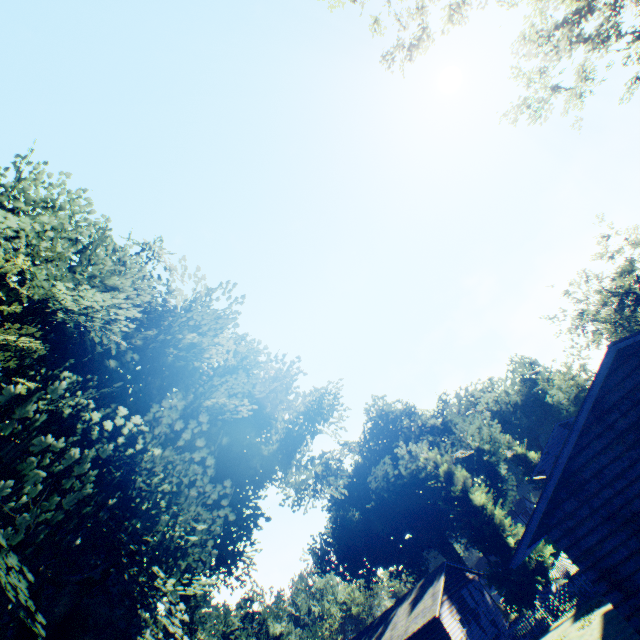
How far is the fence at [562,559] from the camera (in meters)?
31.83

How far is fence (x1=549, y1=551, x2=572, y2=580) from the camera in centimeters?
3183cm

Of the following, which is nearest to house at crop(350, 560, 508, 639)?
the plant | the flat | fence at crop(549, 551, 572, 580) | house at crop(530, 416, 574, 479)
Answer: the plant

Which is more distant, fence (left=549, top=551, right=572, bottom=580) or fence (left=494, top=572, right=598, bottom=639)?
fence (left=549, top=551, right=572, bottom=580)

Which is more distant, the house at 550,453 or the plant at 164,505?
the house at 550,453

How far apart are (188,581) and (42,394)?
9.69m

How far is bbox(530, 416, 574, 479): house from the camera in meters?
35.0 m

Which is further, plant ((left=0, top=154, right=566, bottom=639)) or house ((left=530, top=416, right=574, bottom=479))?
house ((left=530, top=416, right=574, bottom=479))
